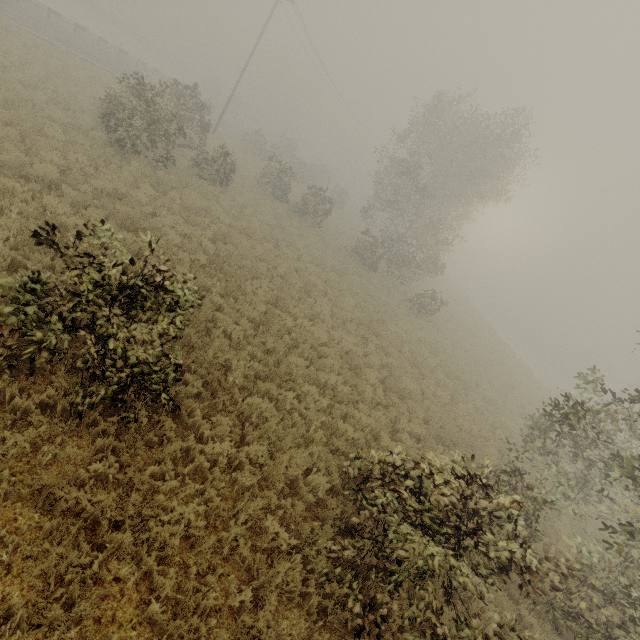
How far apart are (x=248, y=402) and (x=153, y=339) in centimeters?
365cm

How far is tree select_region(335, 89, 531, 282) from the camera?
21.47m

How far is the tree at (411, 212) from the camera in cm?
2147
